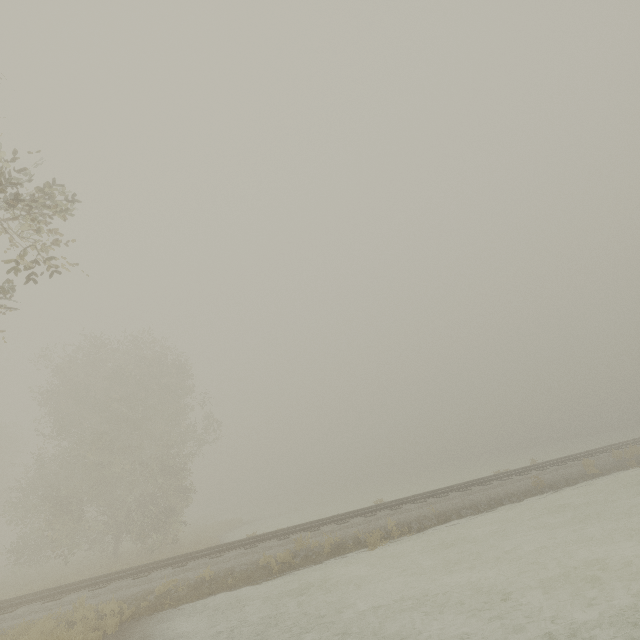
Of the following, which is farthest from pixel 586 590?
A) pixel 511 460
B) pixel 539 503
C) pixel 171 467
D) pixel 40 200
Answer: pixel 511 460
